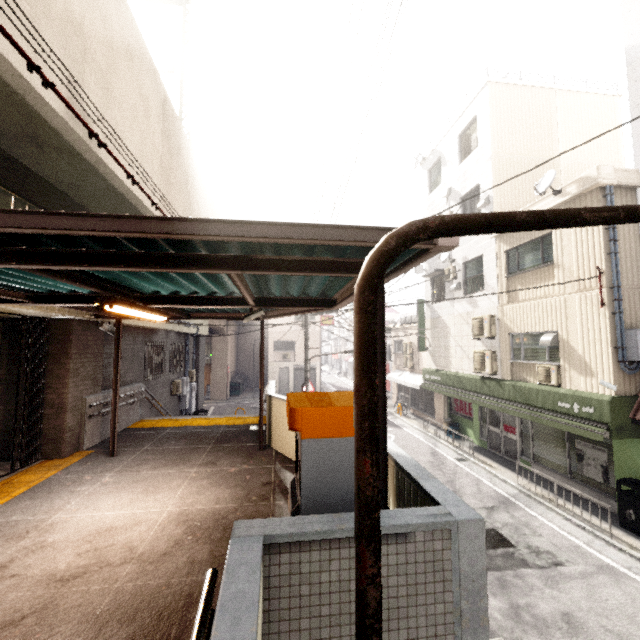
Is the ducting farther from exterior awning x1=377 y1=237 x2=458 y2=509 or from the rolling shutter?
the rolling shutter

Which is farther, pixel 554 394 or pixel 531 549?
pixel 554 394

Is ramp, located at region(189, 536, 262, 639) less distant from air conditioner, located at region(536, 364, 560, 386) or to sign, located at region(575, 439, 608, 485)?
air conditioner, located at region(536, 364, 560, 386)

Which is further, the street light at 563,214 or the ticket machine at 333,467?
the ticket machine at 333,467

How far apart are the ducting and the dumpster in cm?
2401

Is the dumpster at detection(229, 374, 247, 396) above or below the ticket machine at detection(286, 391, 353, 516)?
below

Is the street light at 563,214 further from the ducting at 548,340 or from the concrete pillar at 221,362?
the concrete pillar at 221,362

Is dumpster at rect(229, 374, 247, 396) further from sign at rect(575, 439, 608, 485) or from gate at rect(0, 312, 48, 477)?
gate at rect(0, 312, 48, 477)
